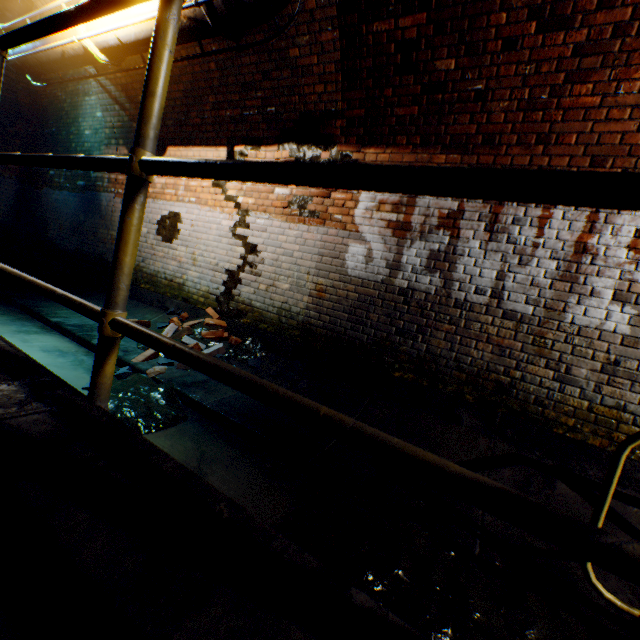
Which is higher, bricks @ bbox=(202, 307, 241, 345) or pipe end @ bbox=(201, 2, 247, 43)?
pipe end @ bbox=(201, 2, 247, 43)

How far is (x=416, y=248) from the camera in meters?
3.7 m

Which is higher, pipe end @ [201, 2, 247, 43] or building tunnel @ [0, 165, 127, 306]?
pipe end @ [201, 2, 247, 43]

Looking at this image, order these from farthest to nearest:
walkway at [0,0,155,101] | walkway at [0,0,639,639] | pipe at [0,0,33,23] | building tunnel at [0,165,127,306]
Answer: building tunnel at [0,165,127,306] < pipe at [0,0,33,23] < walkway at [0,0,155,101] < walkway at [0,0,639,639]

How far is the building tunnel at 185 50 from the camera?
4.4m

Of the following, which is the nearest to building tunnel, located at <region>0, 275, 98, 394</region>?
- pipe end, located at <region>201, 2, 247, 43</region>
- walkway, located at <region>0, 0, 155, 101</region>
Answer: walkway, located at <region>0, 0, 155, 101</region>

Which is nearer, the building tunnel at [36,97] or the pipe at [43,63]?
the pipe at [43,63]
